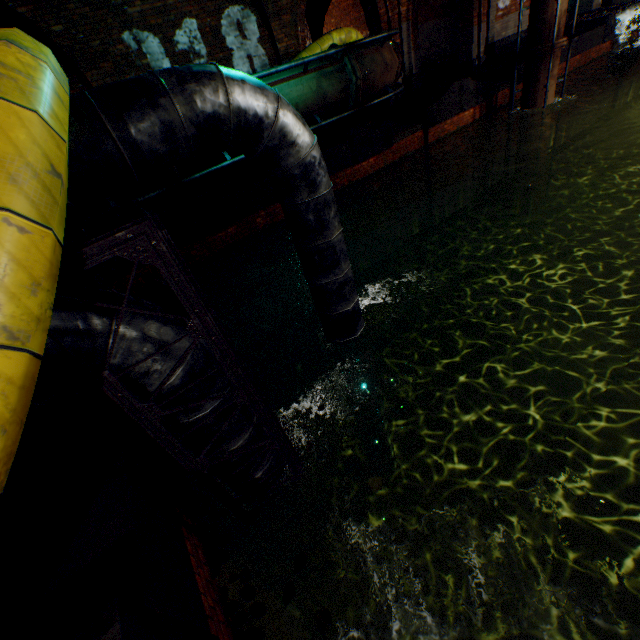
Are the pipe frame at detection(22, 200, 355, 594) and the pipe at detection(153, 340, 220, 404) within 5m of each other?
yes

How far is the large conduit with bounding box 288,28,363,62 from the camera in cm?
832

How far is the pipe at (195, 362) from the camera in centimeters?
213cm

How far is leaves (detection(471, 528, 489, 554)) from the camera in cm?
236

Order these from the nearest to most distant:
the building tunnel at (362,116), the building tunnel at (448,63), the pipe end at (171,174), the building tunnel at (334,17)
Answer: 1. the pipe end at (171,174)
2. the building tunnel at (362,116)
3. the building tunnel at (448,63)
4. the building tunnel at (334,17)

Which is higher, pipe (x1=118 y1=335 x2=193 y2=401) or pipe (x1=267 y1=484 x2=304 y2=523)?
pipe (x1=118 y1=335 x2=193 y2=401)

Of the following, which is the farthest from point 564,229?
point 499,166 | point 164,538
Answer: point 164,538

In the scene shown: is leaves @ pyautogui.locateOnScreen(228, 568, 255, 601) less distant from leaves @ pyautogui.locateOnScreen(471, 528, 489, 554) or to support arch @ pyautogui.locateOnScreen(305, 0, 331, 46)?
leaves @ pyautogui.locateOnScreen(471, 528, 489, 554)
